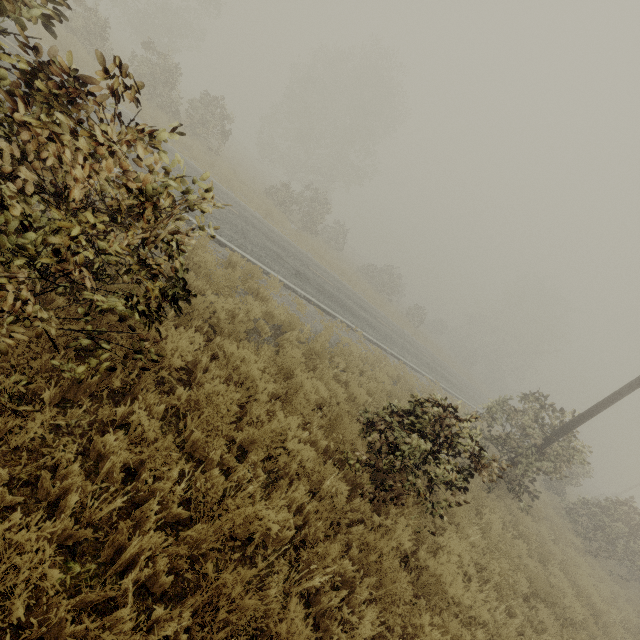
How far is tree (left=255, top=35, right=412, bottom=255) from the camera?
26.4m

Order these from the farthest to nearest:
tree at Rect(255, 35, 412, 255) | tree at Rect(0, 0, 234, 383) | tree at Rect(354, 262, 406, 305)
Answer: tree at Rect(354, 262, 406, 305)
tree at Rect(255, 35, 412, 255)
tree at Rect(0, 0, 234, 383)

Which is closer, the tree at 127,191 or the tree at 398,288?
the tree at 127,191

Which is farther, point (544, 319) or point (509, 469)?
point (544, 319)

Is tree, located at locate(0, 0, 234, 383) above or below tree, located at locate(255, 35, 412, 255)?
below

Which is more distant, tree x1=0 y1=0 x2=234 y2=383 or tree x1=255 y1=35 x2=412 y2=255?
tree x1=255 y1=35 x2=412 y2=255

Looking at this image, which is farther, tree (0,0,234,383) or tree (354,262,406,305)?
tree (354,262,406,305)
